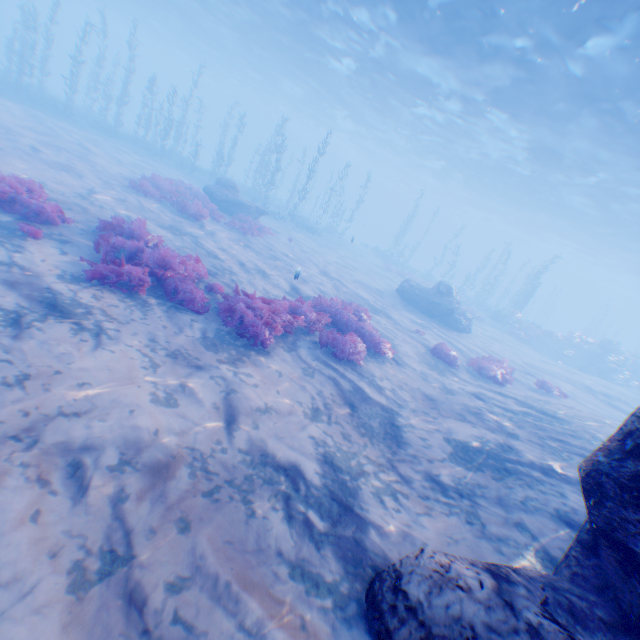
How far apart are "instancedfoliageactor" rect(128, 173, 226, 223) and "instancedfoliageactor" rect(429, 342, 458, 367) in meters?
14.5

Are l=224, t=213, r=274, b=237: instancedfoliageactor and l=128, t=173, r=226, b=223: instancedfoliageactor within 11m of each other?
yes

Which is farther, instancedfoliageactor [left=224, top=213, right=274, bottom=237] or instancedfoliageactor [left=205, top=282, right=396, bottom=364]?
instancedfoliageactor [left=224, top=213, right=274, bottom=237]

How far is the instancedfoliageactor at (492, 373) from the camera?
12.3m

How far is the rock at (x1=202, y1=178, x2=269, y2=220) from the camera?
19.03m

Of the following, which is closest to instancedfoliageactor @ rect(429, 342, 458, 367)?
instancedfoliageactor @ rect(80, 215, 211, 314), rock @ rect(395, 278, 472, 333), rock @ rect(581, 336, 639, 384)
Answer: instancedfoliageactor @ rect(80, 215, 211, 314)

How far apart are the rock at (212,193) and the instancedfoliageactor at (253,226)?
2.53m

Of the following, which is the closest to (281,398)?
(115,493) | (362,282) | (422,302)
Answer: (115,493)
